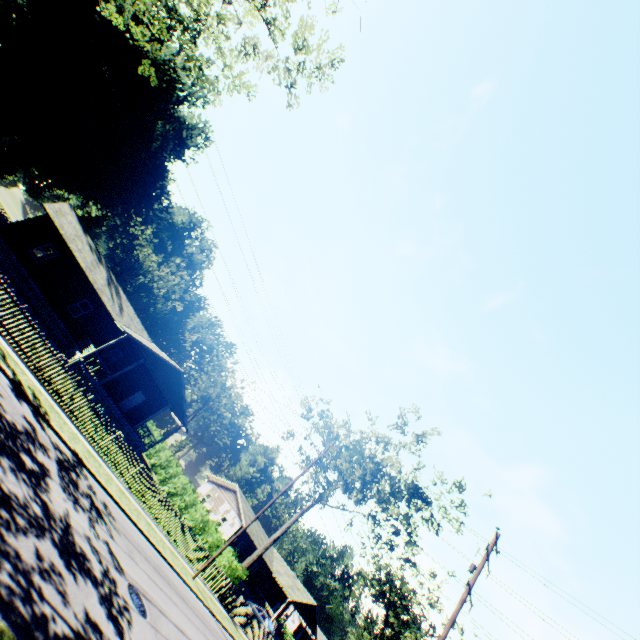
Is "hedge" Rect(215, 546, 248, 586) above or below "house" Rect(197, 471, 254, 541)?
below

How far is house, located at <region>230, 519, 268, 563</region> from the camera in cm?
3927

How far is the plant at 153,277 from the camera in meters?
53.4 m

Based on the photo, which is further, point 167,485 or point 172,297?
point 172,297

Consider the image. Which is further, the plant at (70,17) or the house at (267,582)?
the house at (267,582)

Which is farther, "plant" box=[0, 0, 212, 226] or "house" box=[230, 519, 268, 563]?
"house" box=[230, 519, 268, 563]

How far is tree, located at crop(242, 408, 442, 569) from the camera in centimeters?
2670cm
